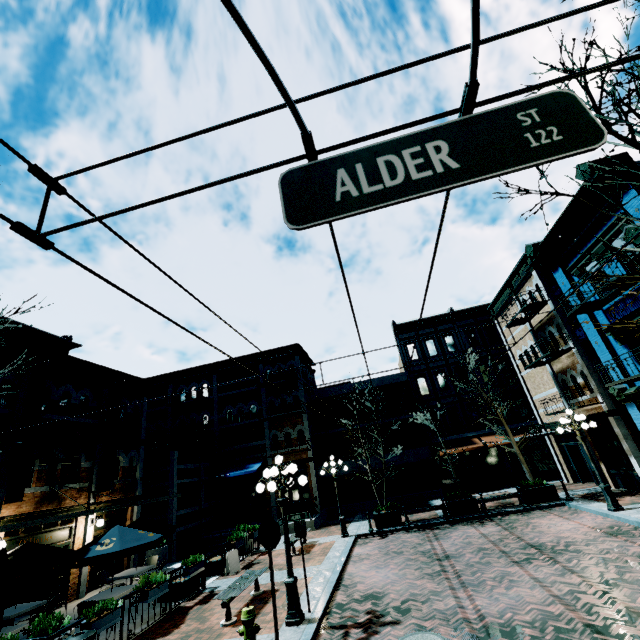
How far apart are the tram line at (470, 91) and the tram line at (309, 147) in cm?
91

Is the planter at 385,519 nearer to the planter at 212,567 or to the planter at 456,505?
the planter at 456,505

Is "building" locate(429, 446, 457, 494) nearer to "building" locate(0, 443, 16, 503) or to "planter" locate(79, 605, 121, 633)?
"planter" locate(79, 605, 121, 633)

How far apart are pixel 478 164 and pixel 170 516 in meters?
22.2 m

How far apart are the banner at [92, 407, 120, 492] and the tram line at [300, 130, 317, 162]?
18.0m

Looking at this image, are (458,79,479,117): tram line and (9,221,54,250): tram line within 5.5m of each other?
yes

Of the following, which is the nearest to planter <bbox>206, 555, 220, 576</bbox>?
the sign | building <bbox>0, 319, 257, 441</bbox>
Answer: building <bbox>0, 319, 257, 441</bbox>

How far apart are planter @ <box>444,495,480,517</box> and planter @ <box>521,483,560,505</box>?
2.3m
